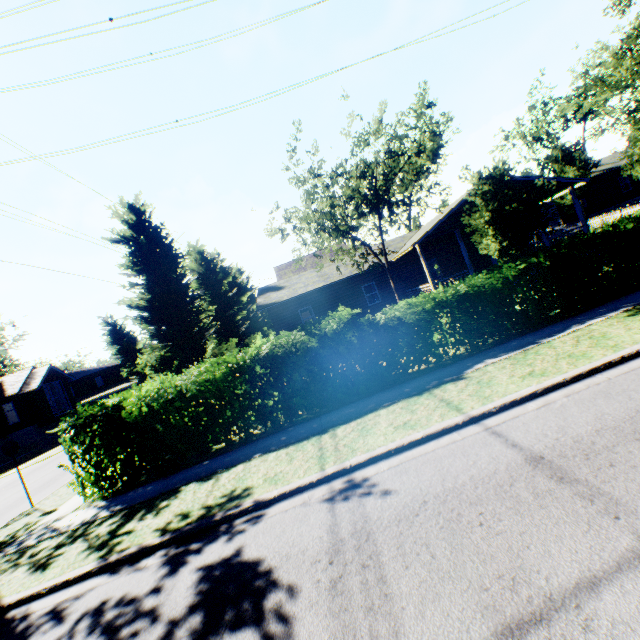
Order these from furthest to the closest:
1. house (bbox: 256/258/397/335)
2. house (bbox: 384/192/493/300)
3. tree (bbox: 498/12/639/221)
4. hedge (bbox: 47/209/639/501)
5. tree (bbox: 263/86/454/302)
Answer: house (bbox: 256/258/397/335) < house (bbox: 384/192/493/300) < tree (bbox: 498/12/639/221) < tree (bbox: 263/86/454/302) < hedge (bbox: 47/209/639/501)

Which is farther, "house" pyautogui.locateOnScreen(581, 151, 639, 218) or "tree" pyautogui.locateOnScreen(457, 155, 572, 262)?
"house" pyautogui.locateOnScreen(581, 151, 639, 218)

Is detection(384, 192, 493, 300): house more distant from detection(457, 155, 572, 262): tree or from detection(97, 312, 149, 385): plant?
detection(97, 312, 149, 385): plant

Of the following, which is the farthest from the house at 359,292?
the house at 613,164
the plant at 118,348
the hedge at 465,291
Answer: the plant at 118,348

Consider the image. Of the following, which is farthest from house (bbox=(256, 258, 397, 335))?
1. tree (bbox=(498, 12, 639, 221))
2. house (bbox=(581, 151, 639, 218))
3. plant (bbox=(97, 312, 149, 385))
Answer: plant (bbox=(97, 312, 149, 385))

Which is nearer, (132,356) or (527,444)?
(527,444)

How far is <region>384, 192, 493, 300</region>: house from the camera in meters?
18.8

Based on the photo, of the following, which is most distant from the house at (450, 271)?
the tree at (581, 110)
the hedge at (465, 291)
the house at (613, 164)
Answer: the hedge at (465, 291)
